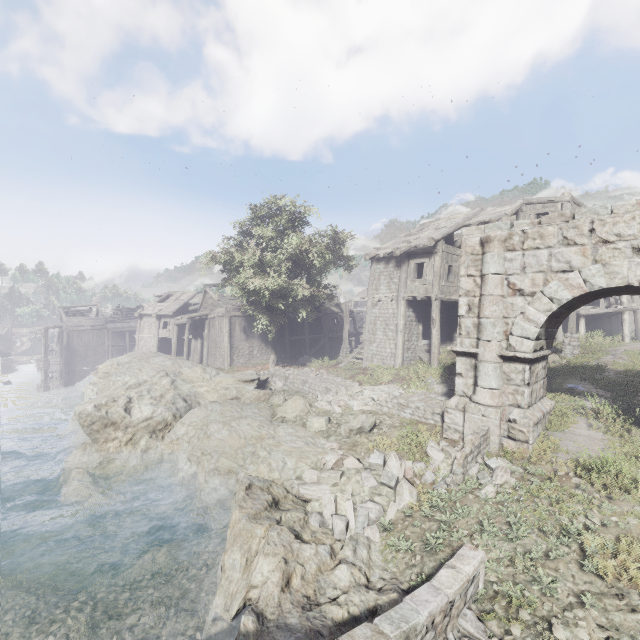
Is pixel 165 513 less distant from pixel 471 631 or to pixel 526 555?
pixel 471 631

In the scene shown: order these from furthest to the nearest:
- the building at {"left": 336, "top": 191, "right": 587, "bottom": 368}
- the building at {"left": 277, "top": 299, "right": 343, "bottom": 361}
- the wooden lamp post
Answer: the building at {"left": 277, "top": 299, "right": 343, "bottom": 361} → the building at {"left": 336, "top": 191, "right": 587, "bottom": 368} → the wooden lamp post

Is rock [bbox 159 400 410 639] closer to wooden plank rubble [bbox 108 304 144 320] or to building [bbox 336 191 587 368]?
building [bbox 336 191 587 368]

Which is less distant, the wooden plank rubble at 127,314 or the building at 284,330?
the building at 284,330

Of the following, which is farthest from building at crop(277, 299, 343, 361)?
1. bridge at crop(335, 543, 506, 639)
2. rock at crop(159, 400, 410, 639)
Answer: bridge at crop(335, 543, 506, 639)

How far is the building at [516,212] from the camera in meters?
18.1 m

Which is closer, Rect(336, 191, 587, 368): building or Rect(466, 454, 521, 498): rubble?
Rect(466, 454, 521, 498): rubble

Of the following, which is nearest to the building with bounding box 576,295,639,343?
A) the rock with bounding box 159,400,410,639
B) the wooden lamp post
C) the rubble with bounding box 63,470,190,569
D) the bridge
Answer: the wooden lamp post
